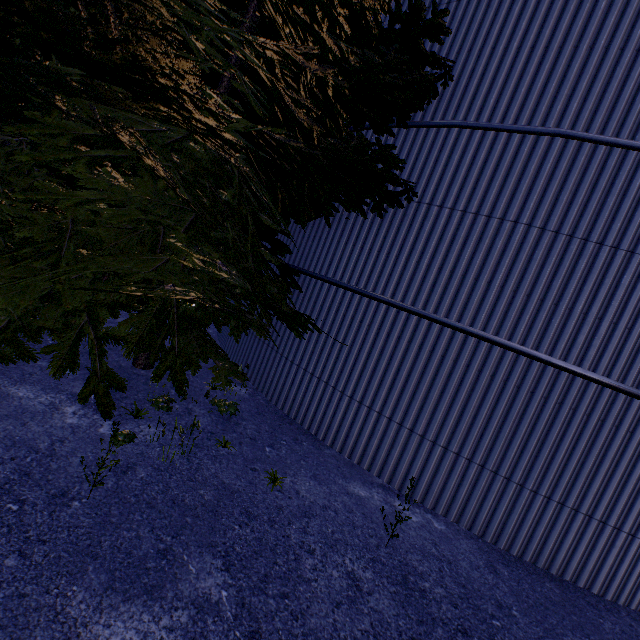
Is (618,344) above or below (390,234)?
below

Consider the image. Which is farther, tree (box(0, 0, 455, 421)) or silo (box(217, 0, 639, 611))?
silo (box(217, 0, 639, 611))

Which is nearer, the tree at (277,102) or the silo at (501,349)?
the tree at (277,102)
